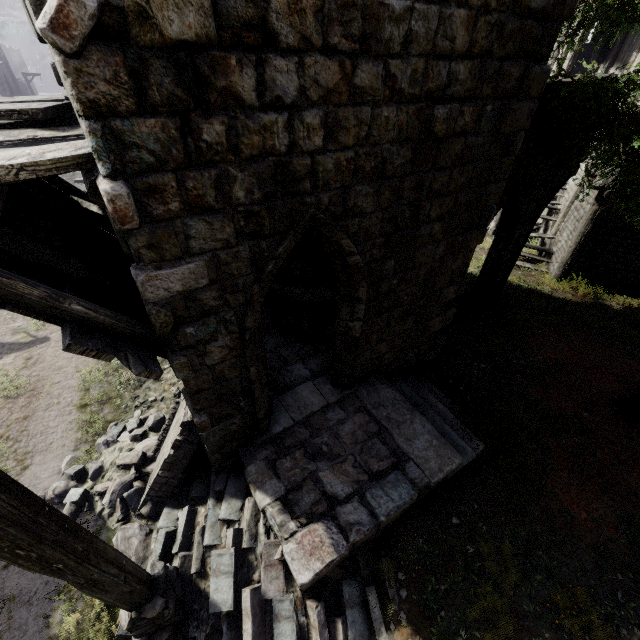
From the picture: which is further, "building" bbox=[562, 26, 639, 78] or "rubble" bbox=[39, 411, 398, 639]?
"building" bbox=[562, 26, 639, 78]

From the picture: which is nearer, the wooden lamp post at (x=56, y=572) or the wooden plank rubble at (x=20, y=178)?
the wooden lamp post at (x=56, y=572)

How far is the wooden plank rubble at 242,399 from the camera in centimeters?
490cm

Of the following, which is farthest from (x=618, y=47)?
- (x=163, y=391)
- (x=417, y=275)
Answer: (x=163, y=391)

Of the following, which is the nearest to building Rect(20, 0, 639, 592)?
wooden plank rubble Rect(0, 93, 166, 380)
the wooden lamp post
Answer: wooden plank rubble Rect(0, 93, 166, 380)

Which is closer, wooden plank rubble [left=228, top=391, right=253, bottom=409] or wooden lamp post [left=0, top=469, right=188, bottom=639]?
wooden lamp post [left=0, top=469, right=188, bottom=639]

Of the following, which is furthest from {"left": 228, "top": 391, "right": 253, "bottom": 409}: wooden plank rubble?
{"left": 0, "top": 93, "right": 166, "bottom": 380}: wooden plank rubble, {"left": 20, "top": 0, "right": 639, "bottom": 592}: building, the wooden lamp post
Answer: the wooden lamp post

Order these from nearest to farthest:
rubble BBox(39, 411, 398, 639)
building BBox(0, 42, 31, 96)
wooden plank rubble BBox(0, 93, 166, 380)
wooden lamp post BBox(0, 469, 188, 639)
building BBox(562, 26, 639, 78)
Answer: wooden lamp post BBox(0, 469, 188, 639)
wooden plank rubble BBox(0, 93, 166, 380)
rubble BBox(39, 411, 398, 639)
building BBox(562, 26, 639, 78)
building BBox(0, 42, 31, 96)
